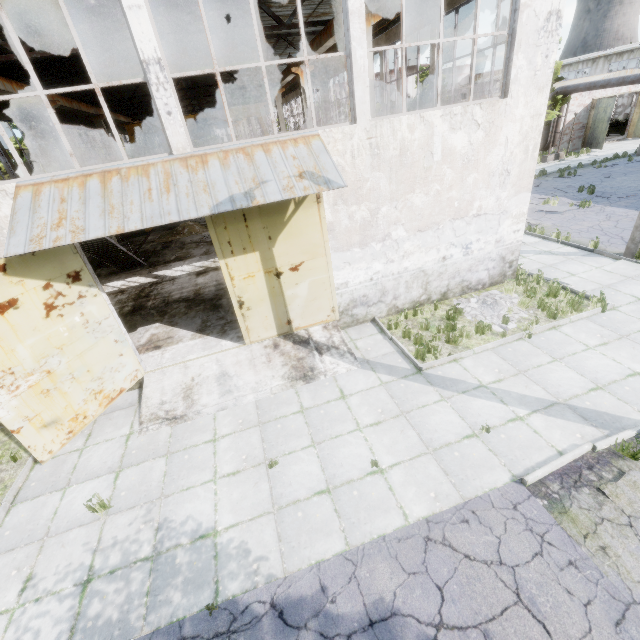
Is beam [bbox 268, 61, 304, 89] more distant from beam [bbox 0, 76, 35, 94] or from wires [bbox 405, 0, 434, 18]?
beam [bbox 0, 76, 35, 94]

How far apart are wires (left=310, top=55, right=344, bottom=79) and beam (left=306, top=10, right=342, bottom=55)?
2.4 meters

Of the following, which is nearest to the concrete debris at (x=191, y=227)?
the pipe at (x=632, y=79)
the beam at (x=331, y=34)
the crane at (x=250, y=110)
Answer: the crane at (x=250, y=110)

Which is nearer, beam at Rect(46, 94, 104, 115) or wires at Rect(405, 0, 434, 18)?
wires at Rect(405, 0, 434, 18)

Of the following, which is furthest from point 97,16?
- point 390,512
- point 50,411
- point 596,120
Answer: point 596,120

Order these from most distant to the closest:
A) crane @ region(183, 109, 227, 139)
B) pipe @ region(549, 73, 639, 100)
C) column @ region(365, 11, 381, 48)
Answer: crane @ region(183, 109, 227, 139) → pipe @ region(549, 73, 639, 100) → column @ region(365, 11, 381, 48)

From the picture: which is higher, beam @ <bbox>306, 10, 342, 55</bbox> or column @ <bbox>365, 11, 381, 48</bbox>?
beam @ <bbox>306, 10, 342, 55</bbox>

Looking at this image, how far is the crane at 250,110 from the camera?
23.3m
